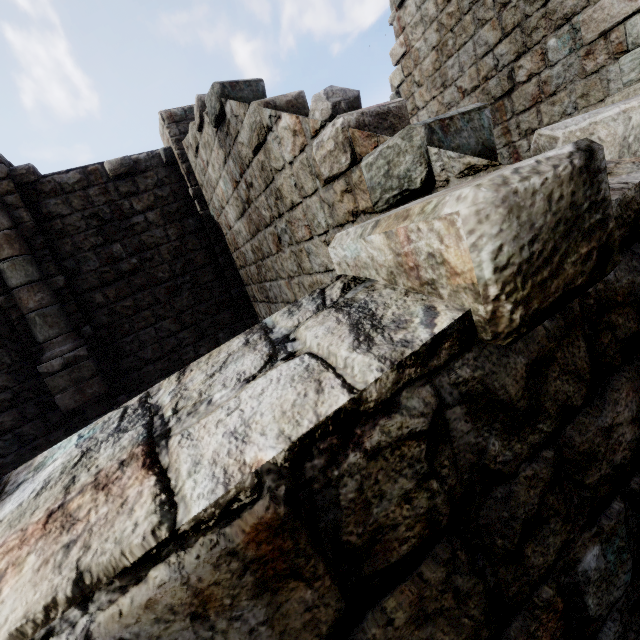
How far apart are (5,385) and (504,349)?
10.6m
